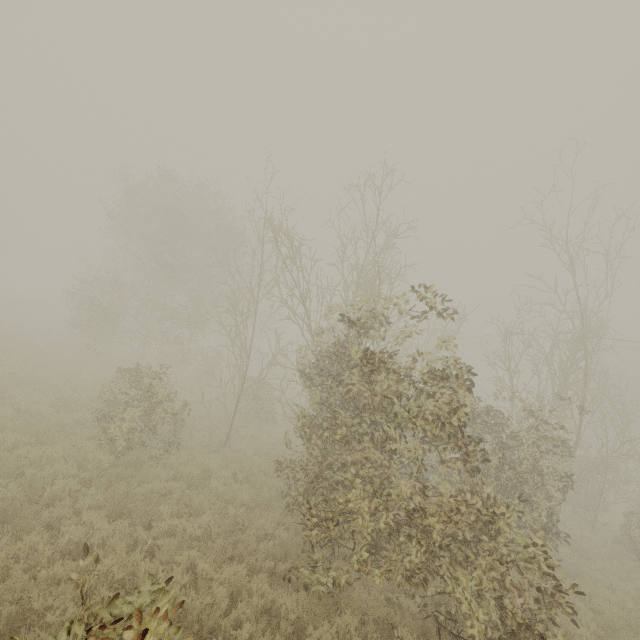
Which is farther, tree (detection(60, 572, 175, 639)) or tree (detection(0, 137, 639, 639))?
tree (detection(0, 137, 639, 639))

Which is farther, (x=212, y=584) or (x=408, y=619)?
(x=408, y=619)

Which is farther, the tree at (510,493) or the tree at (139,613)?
the tree at (510,493)
